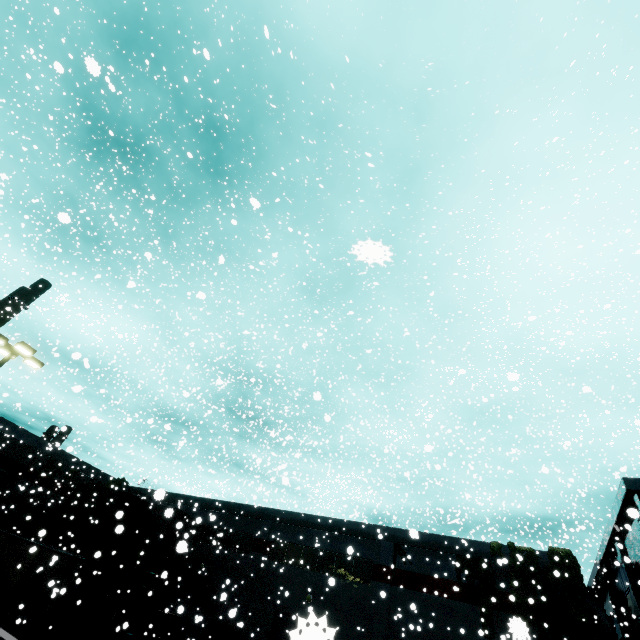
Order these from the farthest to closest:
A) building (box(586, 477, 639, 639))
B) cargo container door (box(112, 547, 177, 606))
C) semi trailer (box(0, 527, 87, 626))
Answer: building (box(586, 477, 639, 639)) → cargo container door (box(112, 547, 177, 606)) → semi trailer (box(0, 527, 87, 626))

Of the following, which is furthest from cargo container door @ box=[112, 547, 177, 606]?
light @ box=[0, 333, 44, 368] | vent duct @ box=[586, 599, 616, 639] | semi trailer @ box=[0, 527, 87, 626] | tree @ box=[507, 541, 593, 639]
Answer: vent duct @ box=[586, 599, 616, 639]

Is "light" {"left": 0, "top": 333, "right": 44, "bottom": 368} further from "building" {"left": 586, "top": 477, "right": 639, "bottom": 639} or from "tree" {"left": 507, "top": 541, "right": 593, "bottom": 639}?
"tree" {"left": 507, "top": 541, "right": 593, "bottom": 639}

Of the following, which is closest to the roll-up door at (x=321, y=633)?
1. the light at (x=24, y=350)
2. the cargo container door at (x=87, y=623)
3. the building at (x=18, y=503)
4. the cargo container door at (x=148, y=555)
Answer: the building at (x=18, y=503)

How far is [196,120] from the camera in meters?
19.6 m

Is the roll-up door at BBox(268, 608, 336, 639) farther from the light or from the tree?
the light

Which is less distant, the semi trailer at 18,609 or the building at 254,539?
the semi trailer at 18,609

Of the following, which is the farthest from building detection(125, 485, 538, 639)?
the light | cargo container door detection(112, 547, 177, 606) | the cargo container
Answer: the light
